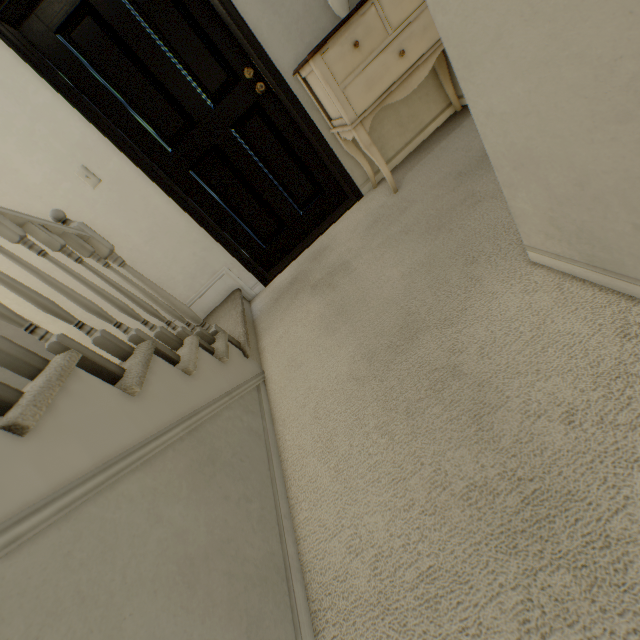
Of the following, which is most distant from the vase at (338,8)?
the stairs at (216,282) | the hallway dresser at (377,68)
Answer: the stairs at (216,282)

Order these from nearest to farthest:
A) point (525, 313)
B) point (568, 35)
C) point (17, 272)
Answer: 1. point (568, 35)
2. point (525, 313)
3. point (17, 272)

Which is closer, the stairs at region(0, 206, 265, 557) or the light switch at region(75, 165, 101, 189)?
the stairs at region(0, 206, 265, 557)

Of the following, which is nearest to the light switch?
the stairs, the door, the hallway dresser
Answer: the door

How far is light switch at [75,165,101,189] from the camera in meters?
→ 2.1

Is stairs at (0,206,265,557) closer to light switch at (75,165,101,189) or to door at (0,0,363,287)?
door at (0,0,363,287)

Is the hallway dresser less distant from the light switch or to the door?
the door

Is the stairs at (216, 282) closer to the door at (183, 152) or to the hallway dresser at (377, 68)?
the door at (183, 152)
